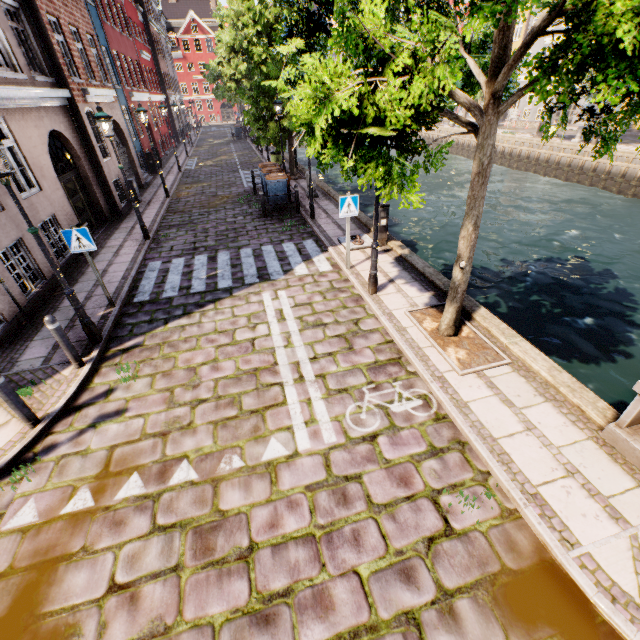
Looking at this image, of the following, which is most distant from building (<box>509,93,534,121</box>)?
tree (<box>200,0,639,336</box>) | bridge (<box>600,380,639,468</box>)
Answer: bridge (<box>600,380,639,468</box>)

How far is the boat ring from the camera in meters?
9.7

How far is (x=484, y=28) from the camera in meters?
5.2

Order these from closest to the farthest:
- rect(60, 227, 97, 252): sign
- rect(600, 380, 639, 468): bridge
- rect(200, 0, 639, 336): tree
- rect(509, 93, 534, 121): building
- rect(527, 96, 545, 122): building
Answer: rect(200, 0, 639, 336): tree
rect(600, 380, 639, 468): bridge
rect(60, 227, 97, 252): sign
rect(527, 96, 545, 122): building
rect(509, 93, 534, 121): building

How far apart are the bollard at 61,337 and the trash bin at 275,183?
10.50m

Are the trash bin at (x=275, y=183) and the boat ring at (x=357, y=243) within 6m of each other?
yes

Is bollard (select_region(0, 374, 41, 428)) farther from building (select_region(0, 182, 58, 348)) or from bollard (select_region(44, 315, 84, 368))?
building (select_region(0, 182, 58, 348))

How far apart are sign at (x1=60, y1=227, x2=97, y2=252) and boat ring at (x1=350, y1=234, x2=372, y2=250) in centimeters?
628cm
